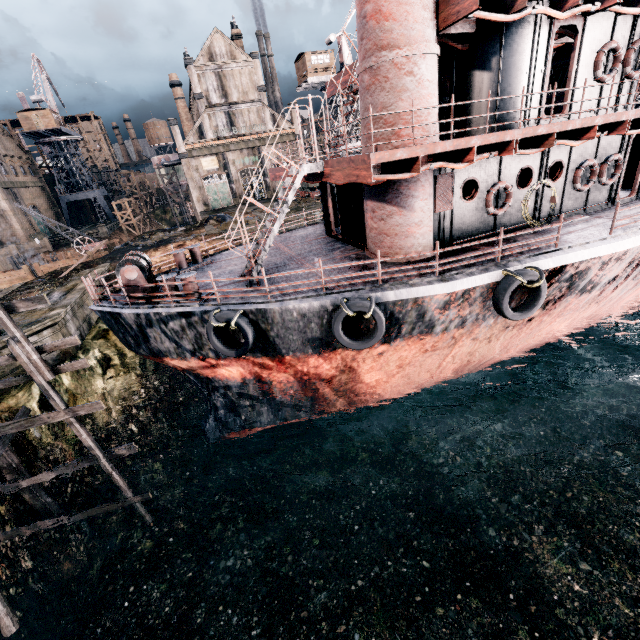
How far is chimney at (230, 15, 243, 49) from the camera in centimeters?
4908cm

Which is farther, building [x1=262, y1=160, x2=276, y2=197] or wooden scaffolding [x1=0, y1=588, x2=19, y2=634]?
building [x1=262, y1=160, x2=276, y2=197]

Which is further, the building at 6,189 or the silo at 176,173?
the silo at 176,173

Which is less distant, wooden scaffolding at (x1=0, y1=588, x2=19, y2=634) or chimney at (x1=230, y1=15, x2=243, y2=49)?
wooden scaffolding at (x1=0, y1=588, x2=19, y2=634)

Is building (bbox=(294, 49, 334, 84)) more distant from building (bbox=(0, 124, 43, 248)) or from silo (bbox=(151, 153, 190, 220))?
building (bbox=(0, 124, 43, 248))

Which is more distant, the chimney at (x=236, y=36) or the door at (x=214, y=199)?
the door at (x=214, y=199)

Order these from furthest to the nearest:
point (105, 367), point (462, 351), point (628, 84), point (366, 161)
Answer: point (105, 367) < point (462, 351) < point (628, 84) < point (366, 161)

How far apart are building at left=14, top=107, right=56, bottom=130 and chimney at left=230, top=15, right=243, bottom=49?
36.6 meters
